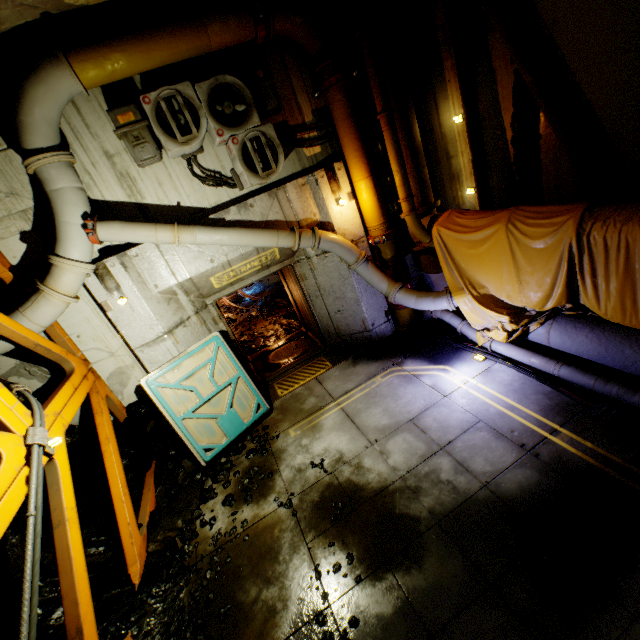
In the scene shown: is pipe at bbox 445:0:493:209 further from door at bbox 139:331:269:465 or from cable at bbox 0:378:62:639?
door at bbox 139:331:269:465

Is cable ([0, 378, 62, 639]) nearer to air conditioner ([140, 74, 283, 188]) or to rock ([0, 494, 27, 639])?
rock ([0, 494, 27, 639])

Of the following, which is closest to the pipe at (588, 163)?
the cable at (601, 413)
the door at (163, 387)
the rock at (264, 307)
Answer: the cable at (601, 413)

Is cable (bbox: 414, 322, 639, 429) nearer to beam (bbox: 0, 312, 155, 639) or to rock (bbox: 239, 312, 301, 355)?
rock (bbox: 239, 312, 301, 355)

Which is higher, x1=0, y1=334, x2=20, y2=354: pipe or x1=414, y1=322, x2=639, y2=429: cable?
x1=0, y1=334, x2=20, y2=354: pipe

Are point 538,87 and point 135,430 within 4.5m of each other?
Result: no

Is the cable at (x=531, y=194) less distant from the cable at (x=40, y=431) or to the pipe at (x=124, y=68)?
the pipe at (x=124, y=68)

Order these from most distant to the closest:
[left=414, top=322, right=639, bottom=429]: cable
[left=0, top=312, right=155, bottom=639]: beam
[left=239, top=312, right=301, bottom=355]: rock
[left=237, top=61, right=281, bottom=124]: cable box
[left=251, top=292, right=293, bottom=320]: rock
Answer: [left=251, top=292, right=293, bottom=320]: rock
[left=239, top=312, right=301, bottom=355]: rock
[left=237, top=61, right=281, bottom=124]: cable box
[left=414, top=322, right=639, bottom=429]: cable
[left=0, top=312, right=155, bottom=639]: beam
